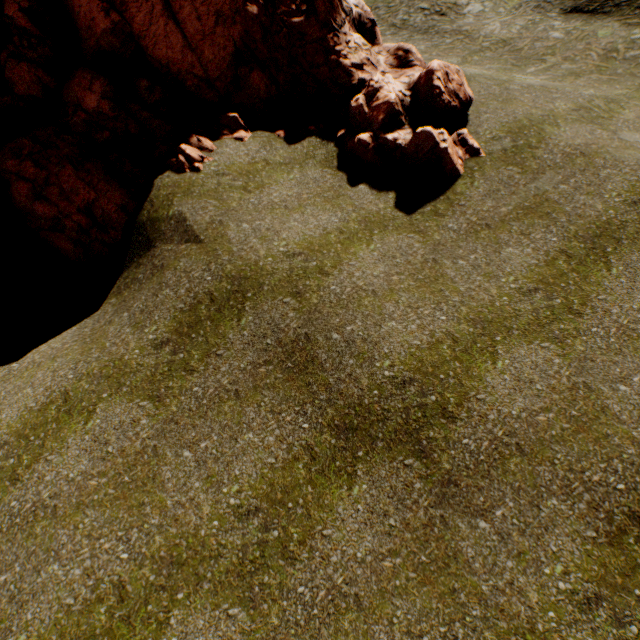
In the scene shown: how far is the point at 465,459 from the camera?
4.6m
